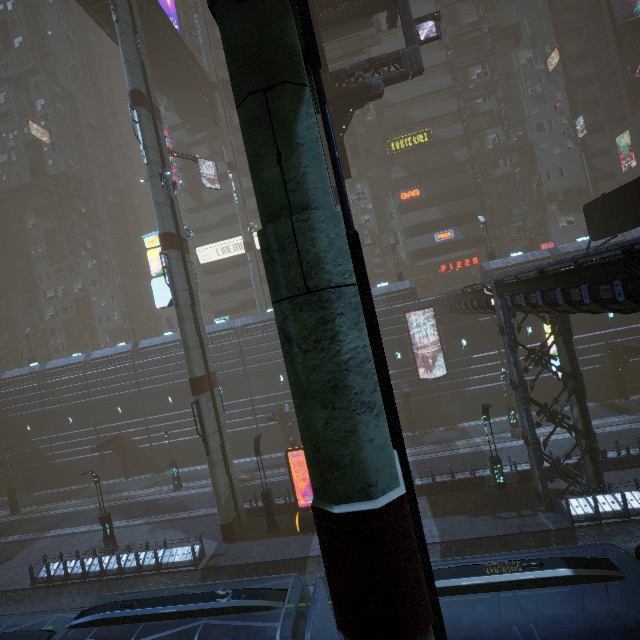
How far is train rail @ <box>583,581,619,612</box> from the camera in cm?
1217

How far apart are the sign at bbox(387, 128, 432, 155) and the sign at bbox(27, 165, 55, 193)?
48.3m

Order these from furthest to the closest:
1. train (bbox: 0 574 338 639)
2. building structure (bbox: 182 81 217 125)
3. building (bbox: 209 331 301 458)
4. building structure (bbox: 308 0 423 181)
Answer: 1. building structure (bbox: 182 81 217 125)
2. building (bbox: 209 331 301 458)
3. building structure (bbox: 308 0 423 181)
4. train (bbox: 0 574 338 639)

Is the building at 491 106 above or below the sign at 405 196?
above

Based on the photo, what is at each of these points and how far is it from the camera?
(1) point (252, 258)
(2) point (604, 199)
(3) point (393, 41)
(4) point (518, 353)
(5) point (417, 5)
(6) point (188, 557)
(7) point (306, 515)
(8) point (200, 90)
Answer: (1) sm, 34.91m
(2) sign, 15.60m
(3) building, 39.00m
(4) building, 28.70m
(5) building, 38.88m
(6) building, 18.14m
(7) sign, 18.75m
(8) building structure, 36.19m

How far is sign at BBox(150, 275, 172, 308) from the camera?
20.3 meters

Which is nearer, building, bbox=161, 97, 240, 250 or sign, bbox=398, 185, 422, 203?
sign, bbox=398, 185, 422, 203

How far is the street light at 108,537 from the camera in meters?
20.9 m
